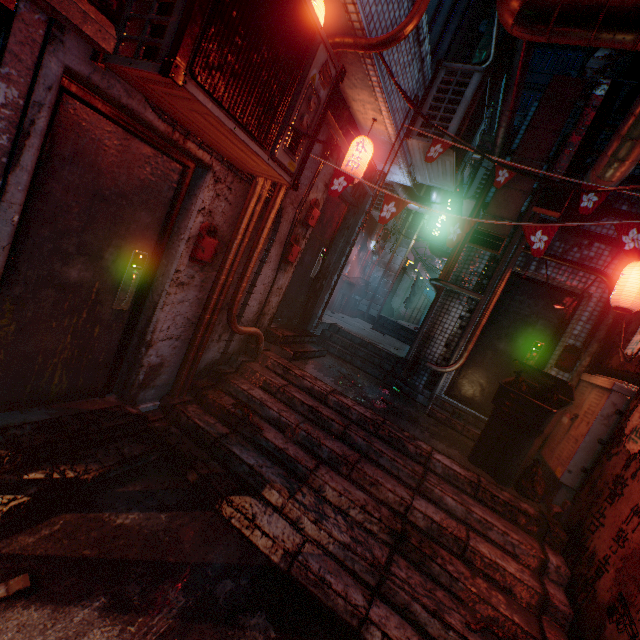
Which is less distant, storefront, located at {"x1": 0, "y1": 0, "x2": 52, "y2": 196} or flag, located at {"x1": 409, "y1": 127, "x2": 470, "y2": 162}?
storefront, located at {"x1": 0, "y1": 0, "x2": 52, "y2": 196}

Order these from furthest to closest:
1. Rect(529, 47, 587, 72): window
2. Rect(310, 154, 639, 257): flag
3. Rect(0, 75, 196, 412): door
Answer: Rect(529, 47, 587, 72): window
Rect(310, 154, 639, 257): flag
Rect(0, 75, 196, 412): door

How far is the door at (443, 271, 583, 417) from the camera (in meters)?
4.44

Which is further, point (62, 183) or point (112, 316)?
point (112, 316)

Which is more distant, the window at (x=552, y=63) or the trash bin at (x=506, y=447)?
the window at (x=552, y=63)

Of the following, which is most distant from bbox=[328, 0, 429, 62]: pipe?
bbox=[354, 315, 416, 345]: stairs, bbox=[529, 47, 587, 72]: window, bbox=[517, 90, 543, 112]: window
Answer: bbox=[529, 47, 587, 72]: window

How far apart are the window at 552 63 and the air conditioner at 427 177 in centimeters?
2670cm

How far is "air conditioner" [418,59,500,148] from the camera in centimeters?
350cm
